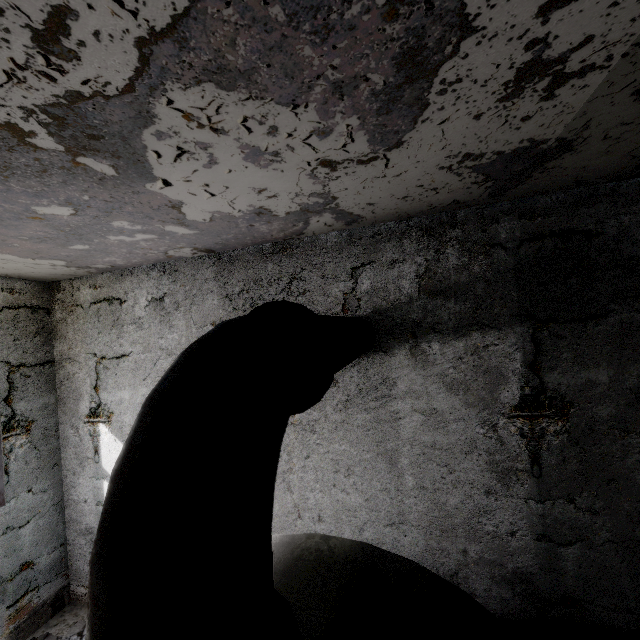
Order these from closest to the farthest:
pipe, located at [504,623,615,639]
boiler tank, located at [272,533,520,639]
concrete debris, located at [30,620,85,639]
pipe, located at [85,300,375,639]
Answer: pipe, located at [85,300,375,639], boiler tank, located at [272,533,520,639], pipe, located at [504,623,615,639], concrete debris, located at [30,620,85,639]

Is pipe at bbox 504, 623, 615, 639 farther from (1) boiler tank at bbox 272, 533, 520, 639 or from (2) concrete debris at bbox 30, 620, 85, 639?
(2) concrete debris at bbox 30, 620, 85, 639

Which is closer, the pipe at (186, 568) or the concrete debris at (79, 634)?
the pipe at (186, 568)

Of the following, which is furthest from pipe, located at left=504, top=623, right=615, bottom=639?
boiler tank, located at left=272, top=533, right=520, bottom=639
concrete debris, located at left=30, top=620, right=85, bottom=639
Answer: concrete debris, located at left=30, top=620, right=85, bottom=639

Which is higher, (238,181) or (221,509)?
(238,181)

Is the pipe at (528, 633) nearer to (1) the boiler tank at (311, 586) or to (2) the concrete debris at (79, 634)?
(1) the boiler tank at (311, 586)
